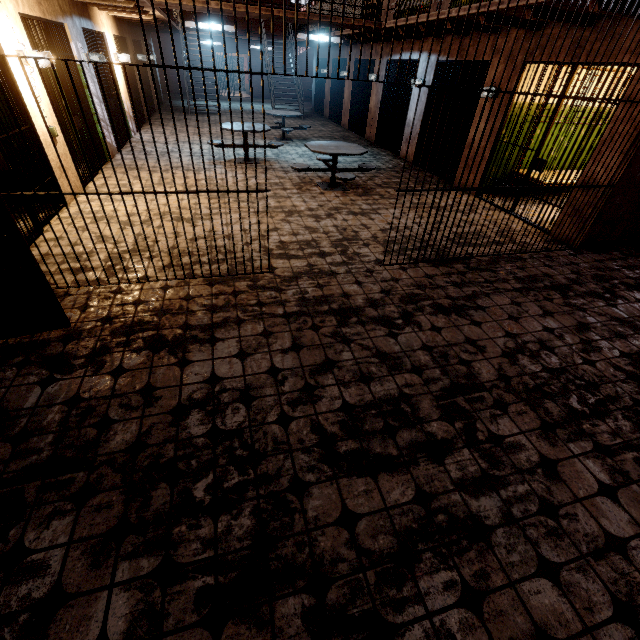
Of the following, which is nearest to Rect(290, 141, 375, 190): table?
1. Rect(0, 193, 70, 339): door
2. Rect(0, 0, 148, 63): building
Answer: Rect(0, 0, 148, 63): building

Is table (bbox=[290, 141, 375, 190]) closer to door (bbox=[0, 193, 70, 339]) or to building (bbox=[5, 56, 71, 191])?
building (bbox=[5, 56, 71, 191])

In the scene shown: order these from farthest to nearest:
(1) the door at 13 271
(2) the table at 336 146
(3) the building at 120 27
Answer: (2) the table at 336 146 → (3) the building at 120 27 → (1) the door at 13 271

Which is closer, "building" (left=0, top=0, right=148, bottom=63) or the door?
the door

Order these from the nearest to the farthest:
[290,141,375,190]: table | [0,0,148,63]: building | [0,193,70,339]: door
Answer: [0,193,70,339]: door, [0,0,148,63]: building, [290,141,375,190]: table

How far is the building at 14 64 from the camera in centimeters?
431cm

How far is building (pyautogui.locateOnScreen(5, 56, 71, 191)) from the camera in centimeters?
431cm

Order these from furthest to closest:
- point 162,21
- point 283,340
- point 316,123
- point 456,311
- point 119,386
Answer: point 316,123 → point 162,21 → point 456,311 → point 283,340 → point 119,386
